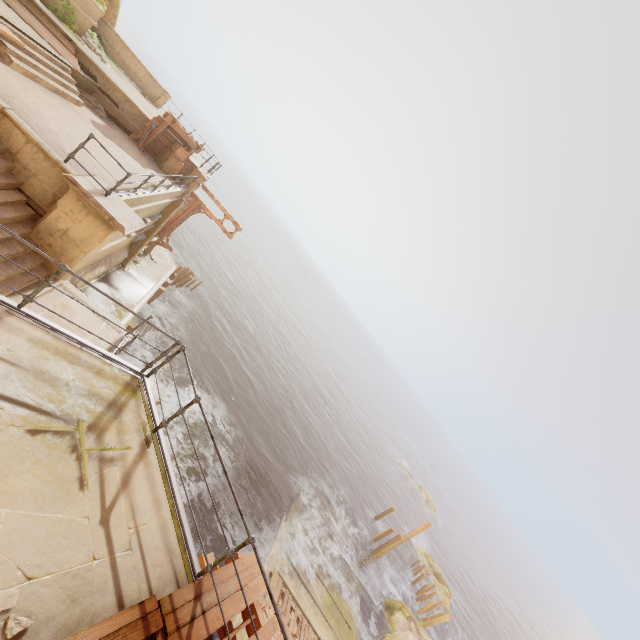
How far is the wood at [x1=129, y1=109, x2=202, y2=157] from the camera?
14.6 meters

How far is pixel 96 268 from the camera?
14.56m

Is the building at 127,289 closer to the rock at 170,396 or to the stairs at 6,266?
the rock at 170,396

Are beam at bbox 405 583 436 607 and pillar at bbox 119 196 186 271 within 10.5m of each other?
no

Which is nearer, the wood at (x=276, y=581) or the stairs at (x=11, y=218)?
the stairs at (x=11, y=218)

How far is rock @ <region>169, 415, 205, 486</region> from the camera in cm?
Answer: 1538

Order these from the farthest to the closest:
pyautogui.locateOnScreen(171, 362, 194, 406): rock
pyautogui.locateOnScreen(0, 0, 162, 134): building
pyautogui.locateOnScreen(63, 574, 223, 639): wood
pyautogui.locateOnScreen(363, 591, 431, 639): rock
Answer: pyautogui.locateOnScreen(363, 591, 431, 639): rock, pyautogui.locateOnScreen(171, 362, 194, 406): rock, pyautogui.locateOnScreen(0, 0, 162, 134): building, pyautogui.locateOnScreen(63, 574, 223, 639): wood

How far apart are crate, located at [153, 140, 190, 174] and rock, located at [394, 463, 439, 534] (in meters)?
56.60
